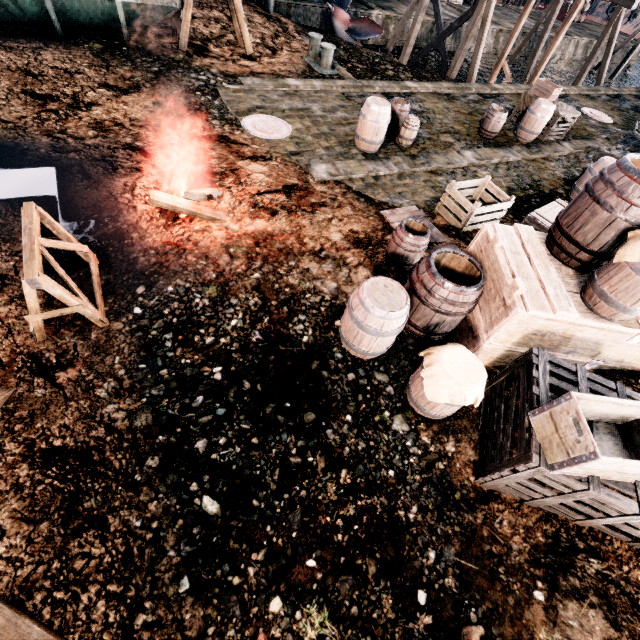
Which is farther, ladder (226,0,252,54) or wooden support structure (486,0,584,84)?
wooden support structure (486,0,584,84)

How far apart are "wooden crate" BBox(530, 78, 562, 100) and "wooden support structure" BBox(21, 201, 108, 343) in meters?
17.9 m

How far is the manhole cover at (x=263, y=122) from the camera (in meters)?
9.97

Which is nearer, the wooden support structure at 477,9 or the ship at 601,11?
the wooden support structure at 477,9

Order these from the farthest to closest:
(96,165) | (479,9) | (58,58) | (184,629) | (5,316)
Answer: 1. (479,9)
2. (58,58)
3. (96,165)
4. (5,316)
5. (184,629)

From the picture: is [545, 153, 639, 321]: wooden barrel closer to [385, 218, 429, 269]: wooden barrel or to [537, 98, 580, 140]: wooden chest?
[385, 218, 429, 269]: wooden barrel

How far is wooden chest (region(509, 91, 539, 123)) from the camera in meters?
13.9

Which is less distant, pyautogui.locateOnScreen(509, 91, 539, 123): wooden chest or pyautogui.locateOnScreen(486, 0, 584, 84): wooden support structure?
pyautogui.locateOnScreen(509, 91, 539, 123): wooden chest
